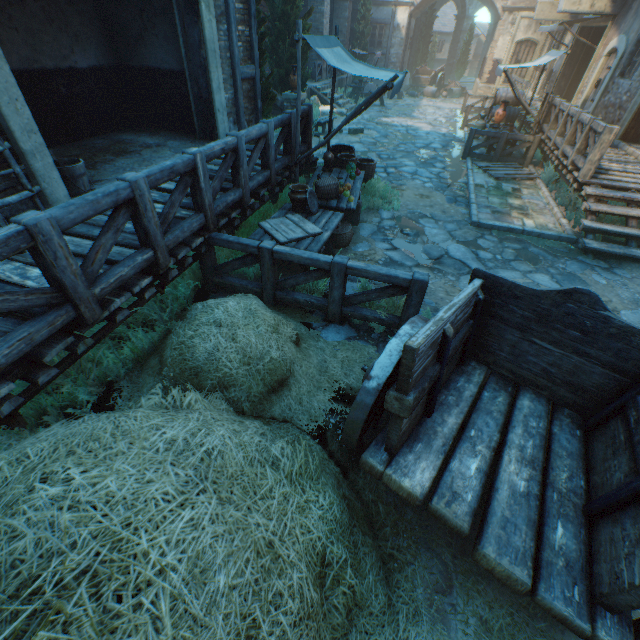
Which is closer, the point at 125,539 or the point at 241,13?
the point at 125,539

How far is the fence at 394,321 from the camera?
3.9m

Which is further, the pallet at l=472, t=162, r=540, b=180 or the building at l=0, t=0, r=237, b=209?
the pallet at l=472, t=162, r=540, b=180

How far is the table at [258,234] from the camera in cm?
482

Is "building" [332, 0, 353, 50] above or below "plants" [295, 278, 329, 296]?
above

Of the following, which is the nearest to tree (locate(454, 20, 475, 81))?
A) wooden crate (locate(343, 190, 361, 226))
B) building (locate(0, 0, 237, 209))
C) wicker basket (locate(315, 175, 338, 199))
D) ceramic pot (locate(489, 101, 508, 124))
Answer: building (locate(0, 0, 237, 209))

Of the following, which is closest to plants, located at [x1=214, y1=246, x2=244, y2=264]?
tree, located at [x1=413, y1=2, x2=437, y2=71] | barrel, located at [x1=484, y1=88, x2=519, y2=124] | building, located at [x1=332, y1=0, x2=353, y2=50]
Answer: building, located at [x1=332, y1=0, x2=353, y2=50]

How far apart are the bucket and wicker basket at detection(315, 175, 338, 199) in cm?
358
